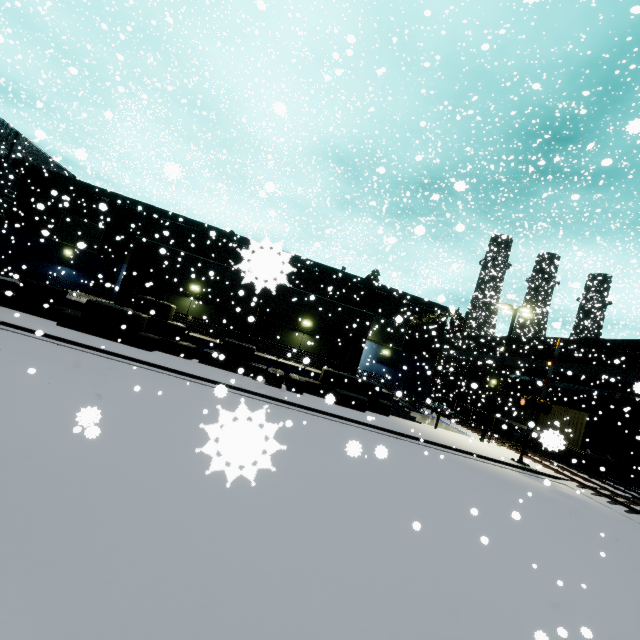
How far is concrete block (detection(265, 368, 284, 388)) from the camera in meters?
18.7

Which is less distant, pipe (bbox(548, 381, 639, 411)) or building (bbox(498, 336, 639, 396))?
pipe (bbox(548, 381, 639, 411))

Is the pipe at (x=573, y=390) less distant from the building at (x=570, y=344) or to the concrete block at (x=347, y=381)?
the building at (x=570, y=344)

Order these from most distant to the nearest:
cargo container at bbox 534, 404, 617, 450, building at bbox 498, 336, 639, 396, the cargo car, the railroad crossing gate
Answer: the cargo car < building at bbox 498, 336, 639, 396 < cargo container at bbox 534, 404, 617, 450 < the railroad crossing gate

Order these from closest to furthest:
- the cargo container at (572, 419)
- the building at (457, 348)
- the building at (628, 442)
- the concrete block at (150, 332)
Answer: the concrete block at (150, 332) → the cargo container at (572, 419) → the building at (628, 442) → the building at (457, 348)

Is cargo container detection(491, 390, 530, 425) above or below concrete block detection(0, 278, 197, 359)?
above

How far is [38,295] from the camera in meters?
18.0
